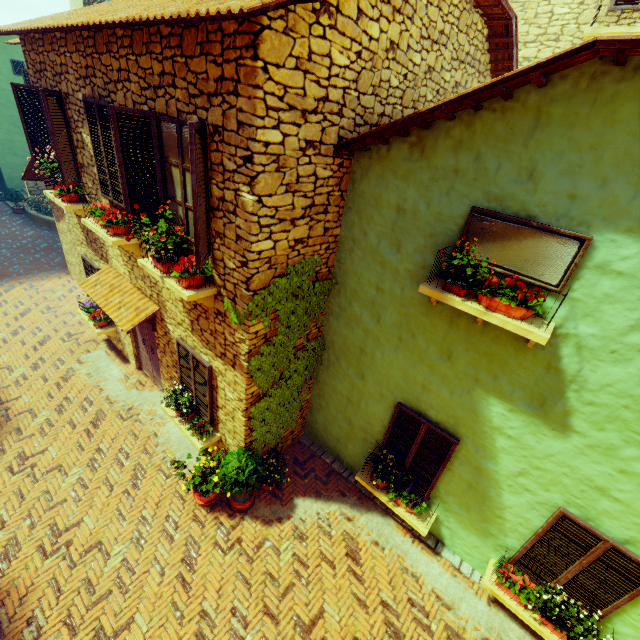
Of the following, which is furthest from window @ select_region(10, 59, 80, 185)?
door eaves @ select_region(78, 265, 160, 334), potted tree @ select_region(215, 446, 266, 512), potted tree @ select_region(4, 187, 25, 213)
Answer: potted tree @ select_region(4, 187, 25, 213)

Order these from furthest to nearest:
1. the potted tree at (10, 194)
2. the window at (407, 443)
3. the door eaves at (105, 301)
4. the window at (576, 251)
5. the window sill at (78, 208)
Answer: the potted tree at (10, 194)
the door eaves at (105, 301)
the window sill at (78, 208)
the window at (407, 443)
the window at (576, 251)

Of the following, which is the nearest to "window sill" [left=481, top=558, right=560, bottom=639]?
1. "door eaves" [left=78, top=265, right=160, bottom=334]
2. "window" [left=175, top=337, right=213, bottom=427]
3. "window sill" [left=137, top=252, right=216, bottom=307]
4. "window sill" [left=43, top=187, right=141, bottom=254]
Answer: "window" [left=175, top=337, right=213, bottom=427]

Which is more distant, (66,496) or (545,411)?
(66,496)

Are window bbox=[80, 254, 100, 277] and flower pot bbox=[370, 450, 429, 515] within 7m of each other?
no

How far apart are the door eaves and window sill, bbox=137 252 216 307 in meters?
1.2

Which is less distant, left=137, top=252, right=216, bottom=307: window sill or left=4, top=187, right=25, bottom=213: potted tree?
Answer: left=137, top=252, right=216, bottom=307: window sill

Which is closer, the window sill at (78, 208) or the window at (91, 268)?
the window sill at (78, 208)
